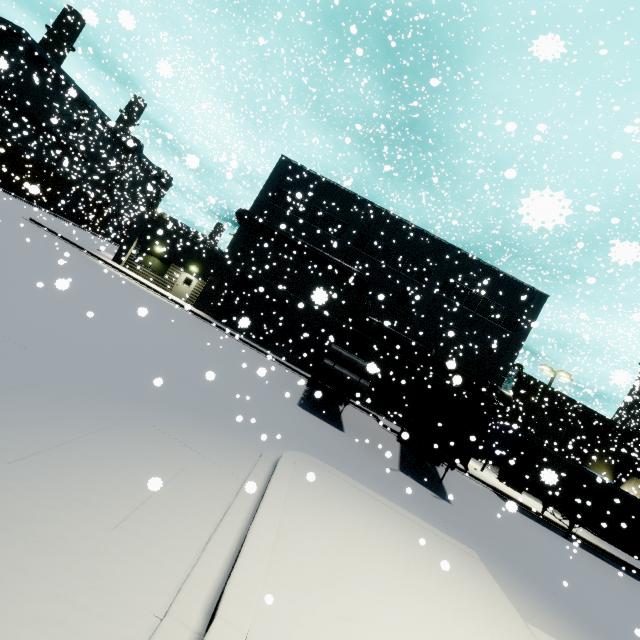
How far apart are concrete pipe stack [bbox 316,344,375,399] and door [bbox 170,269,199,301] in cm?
1469

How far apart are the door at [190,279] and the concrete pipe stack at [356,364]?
14.7m

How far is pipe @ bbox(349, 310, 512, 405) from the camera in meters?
24.1

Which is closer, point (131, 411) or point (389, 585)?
point (389, 585)

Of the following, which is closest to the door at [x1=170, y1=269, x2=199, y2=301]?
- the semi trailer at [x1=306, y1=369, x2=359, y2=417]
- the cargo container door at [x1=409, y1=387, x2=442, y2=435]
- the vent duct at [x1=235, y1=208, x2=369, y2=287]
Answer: the vent duct at [x1=235, y1=208, x2=369, y2=287]

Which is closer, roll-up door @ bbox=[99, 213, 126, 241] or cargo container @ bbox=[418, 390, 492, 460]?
cargo container @ bbox=[418, 390, 492, 460]

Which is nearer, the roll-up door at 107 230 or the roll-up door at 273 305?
the roll-up door at 273 305

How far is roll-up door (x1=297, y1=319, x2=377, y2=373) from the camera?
26.19m
